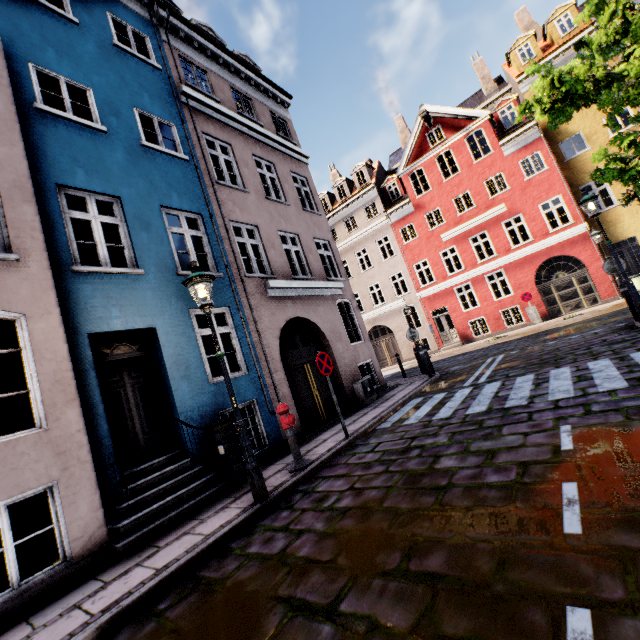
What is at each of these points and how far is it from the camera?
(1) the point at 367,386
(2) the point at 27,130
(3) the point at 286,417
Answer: (1) electrical box, 10.7 meters
(2) building, 6.0 meters
(3) hydrant, 6.1 meters

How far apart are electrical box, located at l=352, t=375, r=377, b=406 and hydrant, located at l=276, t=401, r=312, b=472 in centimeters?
451cm

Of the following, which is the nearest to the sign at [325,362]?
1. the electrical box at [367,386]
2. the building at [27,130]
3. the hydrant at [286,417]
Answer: the hydrant at [286,417]

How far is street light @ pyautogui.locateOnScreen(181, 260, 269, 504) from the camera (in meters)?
4.86

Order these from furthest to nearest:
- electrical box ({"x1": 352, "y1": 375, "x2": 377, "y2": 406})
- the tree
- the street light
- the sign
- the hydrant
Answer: electrical box ({"x1": 352, "y1": 375, "x2": 377, "y2": 406})
the tree
the sign
the hydrant
the street light

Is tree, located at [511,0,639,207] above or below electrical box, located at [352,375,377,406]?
above

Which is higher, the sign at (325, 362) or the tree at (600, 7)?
the tree at (600, 7)

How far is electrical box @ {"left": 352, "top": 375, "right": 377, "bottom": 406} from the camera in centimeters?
1046cm
